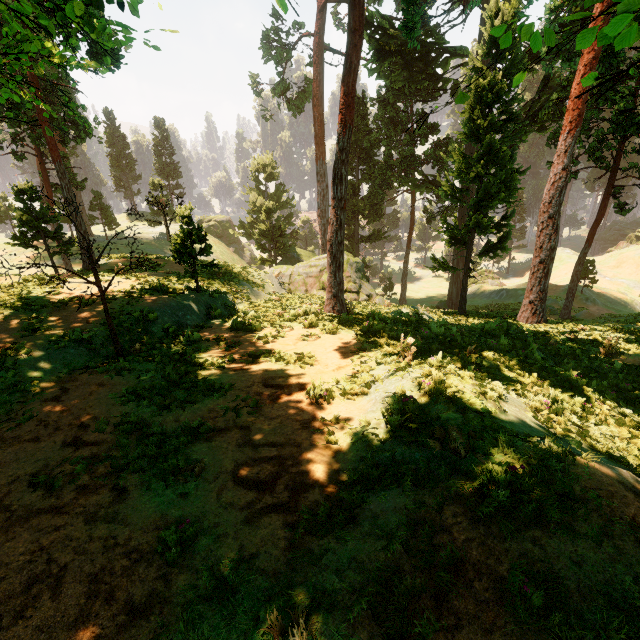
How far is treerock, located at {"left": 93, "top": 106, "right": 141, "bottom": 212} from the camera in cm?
5272

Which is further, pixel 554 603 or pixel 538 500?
pixel 538 500

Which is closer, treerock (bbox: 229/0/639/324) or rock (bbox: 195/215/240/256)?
treerock (bbox: 229/0/639/324)

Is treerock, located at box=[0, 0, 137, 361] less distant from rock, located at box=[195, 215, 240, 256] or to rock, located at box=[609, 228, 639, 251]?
rock, located at box=[609, 228, 639, 251]

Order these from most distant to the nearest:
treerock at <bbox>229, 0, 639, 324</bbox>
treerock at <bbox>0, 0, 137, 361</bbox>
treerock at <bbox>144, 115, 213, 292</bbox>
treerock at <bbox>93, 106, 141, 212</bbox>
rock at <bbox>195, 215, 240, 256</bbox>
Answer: rock at <bbox>195, 215, 240, 256</bbox> < treerock at <bbox>93, 106, 141, 212</bbox> < treerock at <bbox>144, 115, 213, 292</bbox> < treerock at <bbox>229, 0, 639, 324</bbox> < treerock at <bbox>0, 0, 137, 361</bbox>

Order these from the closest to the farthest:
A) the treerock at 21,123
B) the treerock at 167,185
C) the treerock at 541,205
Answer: the treerock at 21,123 → the treerock at 541,205 → the treerock at 167,185

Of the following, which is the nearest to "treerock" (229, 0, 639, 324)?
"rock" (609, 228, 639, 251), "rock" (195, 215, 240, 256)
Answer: "rock" (609, 228, 639, 251)

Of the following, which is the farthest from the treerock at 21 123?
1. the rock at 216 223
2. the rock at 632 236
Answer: the rock at 216 223
